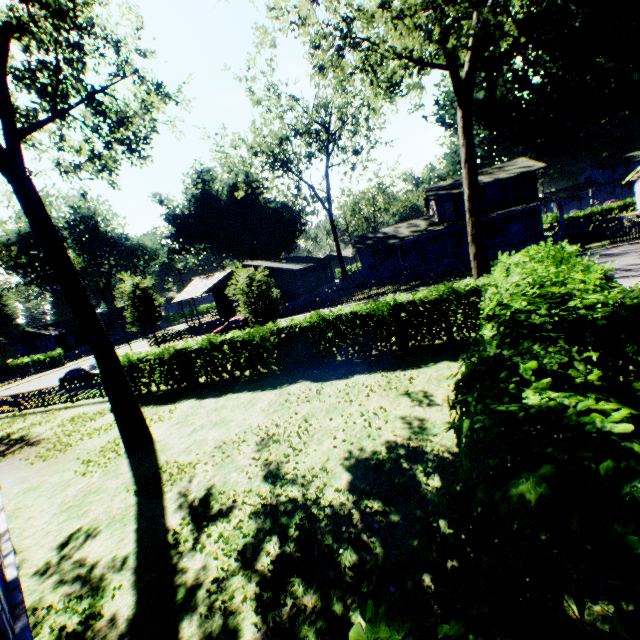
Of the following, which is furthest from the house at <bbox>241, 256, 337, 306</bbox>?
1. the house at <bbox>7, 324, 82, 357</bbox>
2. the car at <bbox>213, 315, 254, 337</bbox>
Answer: the house at <bbox>7, 324, 82, 357</bbox>

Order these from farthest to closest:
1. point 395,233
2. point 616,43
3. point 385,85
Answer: point 395,233 → point 616,43 → point 385,85

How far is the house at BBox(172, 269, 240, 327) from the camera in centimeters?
3788cm

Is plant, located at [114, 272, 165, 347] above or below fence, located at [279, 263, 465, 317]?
above

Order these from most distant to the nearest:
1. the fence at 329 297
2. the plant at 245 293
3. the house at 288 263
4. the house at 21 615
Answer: the house at 288 263 < the fence at 329 297 < the plant at 245 293 < the house at 21 615

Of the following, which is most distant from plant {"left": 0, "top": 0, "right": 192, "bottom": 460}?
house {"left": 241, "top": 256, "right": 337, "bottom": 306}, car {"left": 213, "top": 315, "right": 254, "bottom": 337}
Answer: car {"left": 213, "top": 315, "right": 254, "bottom": 337}

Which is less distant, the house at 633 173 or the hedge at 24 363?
the house at 633 173

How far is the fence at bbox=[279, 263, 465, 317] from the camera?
27.59m
